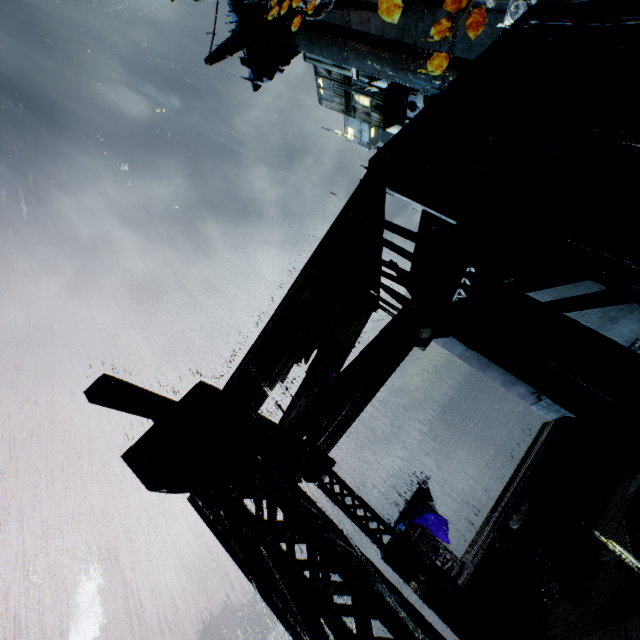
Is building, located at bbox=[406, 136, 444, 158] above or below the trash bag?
above

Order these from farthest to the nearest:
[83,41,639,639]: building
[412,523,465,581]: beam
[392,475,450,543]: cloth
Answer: [392,475,450,543]: cloth < [412,523,465,581]: beam < [83,41,639,639]: building

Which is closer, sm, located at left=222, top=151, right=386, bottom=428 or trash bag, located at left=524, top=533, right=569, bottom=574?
sm, located at left=222, top=151, right=386, bottom=428

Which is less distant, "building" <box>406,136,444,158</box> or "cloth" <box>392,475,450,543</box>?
"building" <box>406,136,444,158</box>

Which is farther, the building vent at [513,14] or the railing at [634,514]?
the building vent at [513,14]

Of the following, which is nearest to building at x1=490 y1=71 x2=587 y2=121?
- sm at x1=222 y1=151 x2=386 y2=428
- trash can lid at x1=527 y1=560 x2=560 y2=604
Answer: sm at x1=222 y1=151 x2=386 y2=428

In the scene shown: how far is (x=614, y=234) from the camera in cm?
637

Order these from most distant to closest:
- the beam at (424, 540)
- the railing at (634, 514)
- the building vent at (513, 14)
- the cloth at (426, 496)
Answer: the building vent at (513, 14) < the cloth at (426, 496) < the beam at (424, 540) < the railing at (634, 514)
